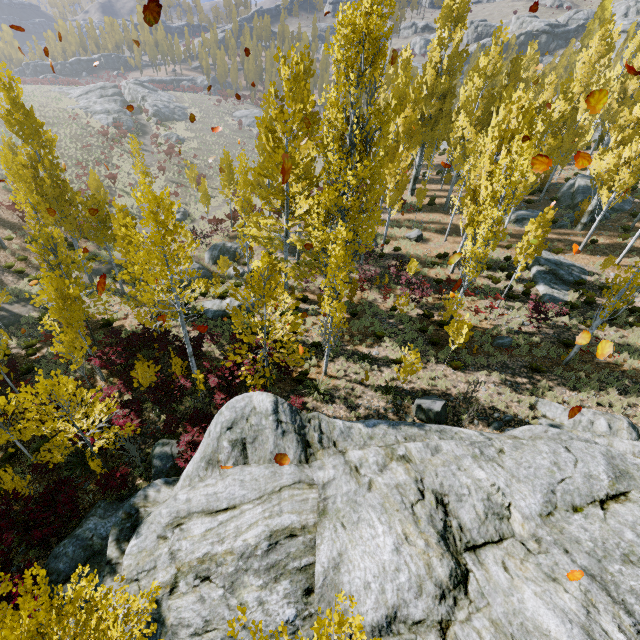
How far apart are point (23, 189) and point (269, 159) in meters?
10.9

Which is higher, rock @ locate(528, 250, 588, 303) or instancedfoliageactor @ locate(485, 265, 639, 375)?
instancedfoliageactor @ locate(485, 265, 639, 375)

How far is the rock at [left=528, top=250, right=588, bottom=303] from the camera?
20.02m

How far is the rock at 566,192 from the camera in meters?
28.2

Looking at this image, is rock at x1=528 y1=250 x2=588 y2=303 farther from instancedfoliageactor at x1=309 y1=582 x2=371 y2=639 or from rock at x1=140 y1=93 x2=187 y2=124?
rock at x1=140 y1=93 x2=187 y2=124

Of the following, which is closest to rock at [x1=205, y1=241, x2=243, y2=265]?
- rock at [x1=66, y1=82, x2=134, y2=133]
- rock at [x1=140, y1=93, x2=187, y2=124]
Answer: rock at [x1=140, y1=93, x2=187, y2=124]

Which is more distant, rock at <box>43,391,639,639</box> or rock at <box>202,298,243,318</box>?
rock at <box>202,298,243,318</box>

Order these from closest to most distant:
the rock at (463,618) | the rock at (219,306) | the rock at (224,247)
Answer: the rock at (463,618)
the rock at (219,306)
the rock at (224,247)
